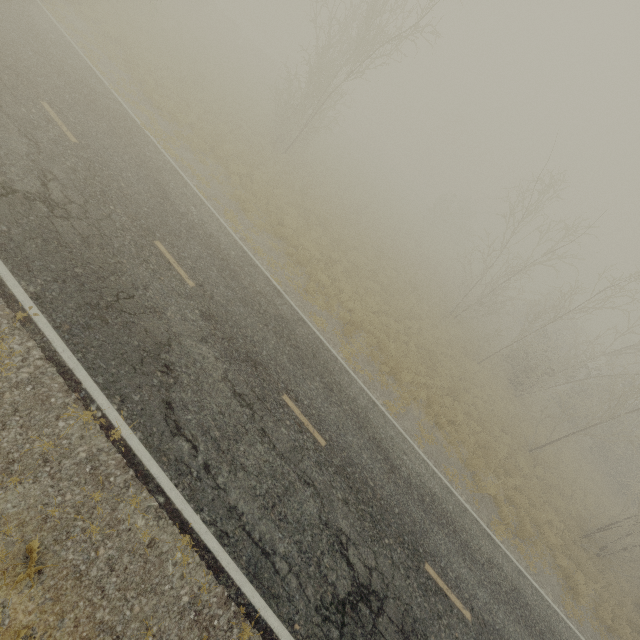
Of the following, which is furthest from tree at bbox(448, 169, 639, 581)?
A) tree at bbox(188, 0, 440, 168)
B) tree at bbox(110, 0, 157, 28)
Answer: tree at bbox(110, 0, 157, 28)

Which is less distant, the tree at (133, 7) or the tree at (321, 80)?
the tree at (321, 80)

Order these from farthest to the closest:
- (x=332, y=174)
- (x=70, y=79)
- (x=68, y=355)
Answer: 1. (x=332, y=174)
2. (x=70, y=79)
3. (x=68, y=355)

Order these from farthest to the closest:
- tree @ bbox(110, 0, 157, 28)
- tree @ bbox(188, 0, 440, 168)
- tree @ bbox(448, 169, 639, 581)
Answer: tree @ bbox(110, 0, 157, 28)
tree @ bbox(188, 0, 440, 168)
tree @ bbox(448, 169, 639, 581)

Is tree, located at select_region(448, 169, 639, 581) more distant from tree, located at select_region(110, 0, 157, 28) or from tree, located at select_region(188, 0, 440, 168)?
tree, located at select_region(110, 0, 157, 28)

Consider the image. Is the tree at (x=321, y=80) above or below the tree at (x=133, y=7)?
above

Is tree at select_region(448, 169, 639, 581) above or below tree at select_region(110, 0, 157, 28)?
above
